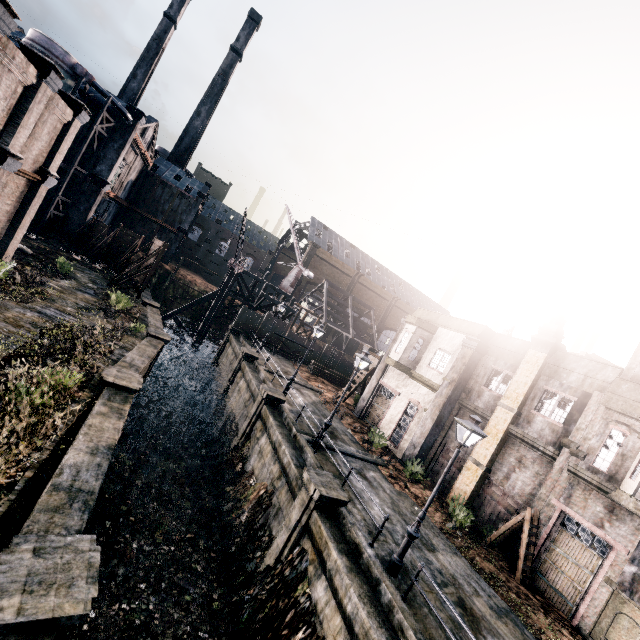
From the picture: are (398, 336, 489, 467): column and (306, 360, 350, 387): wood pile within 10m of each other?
no

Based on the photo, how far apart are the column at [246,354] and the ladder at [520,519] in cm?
2006

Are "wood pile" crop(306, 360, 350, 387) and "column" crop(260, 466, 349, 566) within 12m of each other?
no

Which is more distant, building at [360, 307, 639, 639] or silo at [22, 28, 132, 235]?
silo at [22, 28, 132, 235]

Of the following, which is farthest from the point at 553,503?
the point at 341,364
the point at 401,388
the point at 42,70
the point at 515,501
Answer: the point at 42,70

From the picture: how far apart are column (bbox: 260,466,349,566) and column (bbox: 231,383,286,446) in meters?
7.2

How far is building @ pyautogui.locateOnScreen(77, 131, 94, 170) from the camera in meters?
35.1

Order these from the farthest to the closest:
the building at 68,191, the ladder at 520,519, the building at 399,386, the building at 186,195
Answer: the building at 186,195 → the building at 68,191 → the ladder at 520,519 → the building at 399,386
